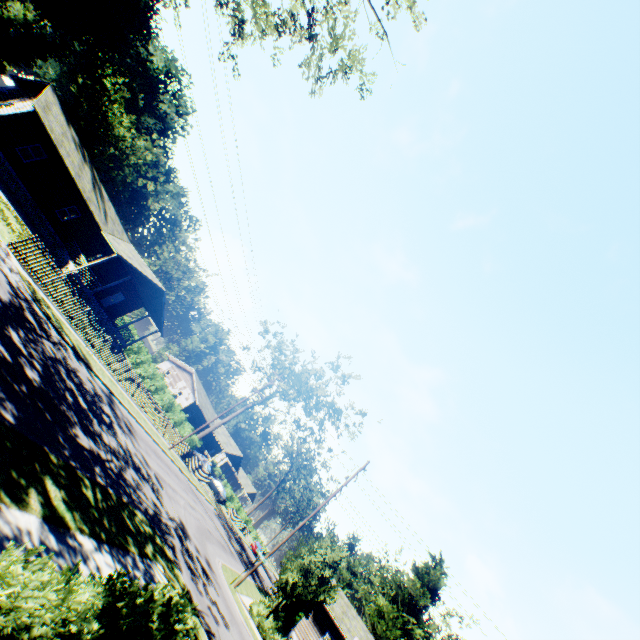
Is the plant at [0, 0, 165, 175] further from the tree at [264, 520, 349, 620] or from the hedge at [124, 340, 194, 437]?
the hedge at [124, 340, 194, 437]

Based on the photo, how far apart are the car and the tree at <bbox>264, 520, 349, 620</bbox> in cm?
2778

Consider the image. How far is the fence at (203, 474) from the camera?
32.34m

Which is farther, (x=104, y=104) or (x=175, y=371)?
(x=104, y=104)

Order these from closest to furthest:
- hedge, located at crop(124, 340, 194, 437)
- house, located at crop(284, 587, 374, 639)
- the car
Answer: house, located at crop(284, 587, 374, 639) → hedge, located at crop(124, 340, 194, 437) → the car

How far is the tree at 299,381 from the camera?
36.19m

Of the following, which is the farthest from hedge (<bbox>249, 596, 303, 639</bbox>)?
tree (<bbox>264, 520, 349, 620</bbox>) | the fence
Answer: the fence

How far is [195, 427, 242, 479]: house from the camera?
54.3 meters
